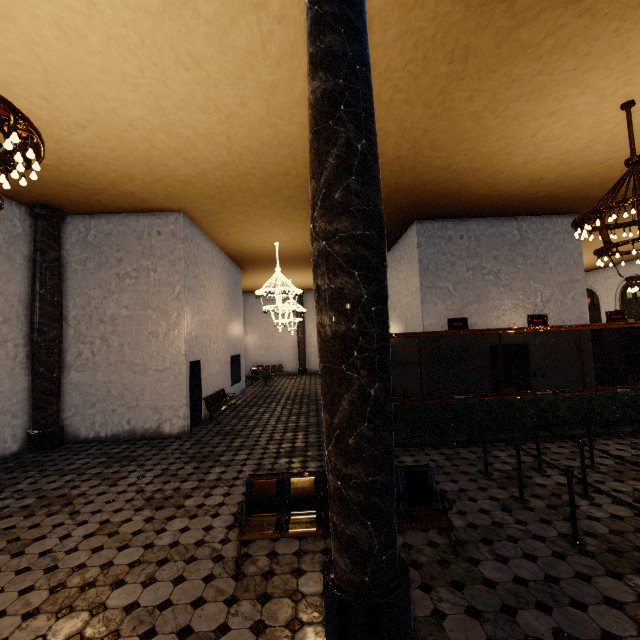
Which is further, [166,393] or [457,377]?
[457,377]
